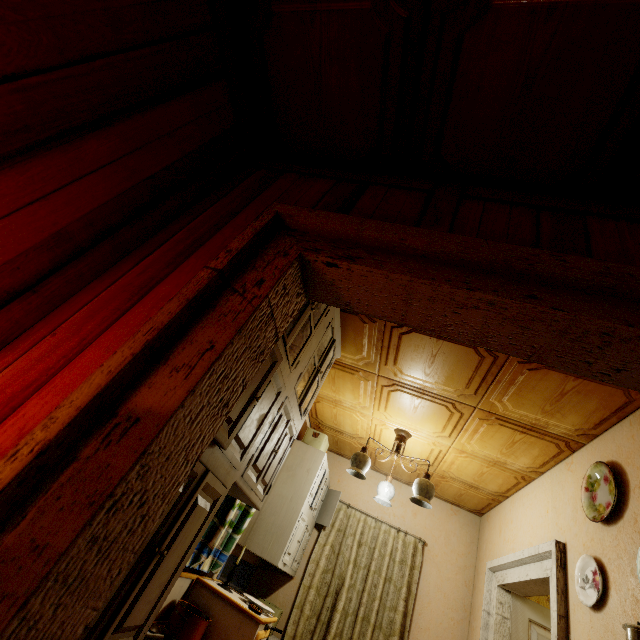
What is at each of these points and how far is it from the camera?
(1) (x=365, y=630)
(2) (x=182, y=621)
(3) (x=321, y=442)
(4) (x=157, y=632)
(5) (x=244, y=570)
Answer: (1) curtain, 3.5m
(2) pot, 2.1m
(3) basket, 3.8m
(4) cooking pot, 1.9m
(5) counter, 3.6m

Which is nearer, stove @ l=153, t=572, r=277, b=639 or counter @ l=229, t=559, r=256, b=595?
stove @ l=153, t=572, r=277, b=639

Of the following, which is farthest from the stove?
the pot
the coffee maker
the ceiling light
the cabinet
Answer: the coffee maker

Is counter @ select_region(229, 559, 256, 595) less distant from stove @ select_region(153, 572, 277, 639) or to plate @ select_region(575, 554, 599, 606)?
stove @ select_region(153, 572, 277, 639)

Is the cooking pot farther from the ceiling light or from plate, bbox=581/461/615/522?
plate, bbox=581/461/615/522

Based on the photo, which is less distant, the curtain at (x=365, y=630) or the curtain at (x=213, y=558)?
the curtain at (x=213, y=558)

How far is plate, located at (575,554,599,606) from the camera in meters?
1.8 m

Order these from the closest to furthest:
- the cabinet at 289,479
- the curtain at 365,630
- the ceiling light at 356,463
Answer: the cabinet at 289,479
the ceiling light at 356,463
the curtain at 365,630
